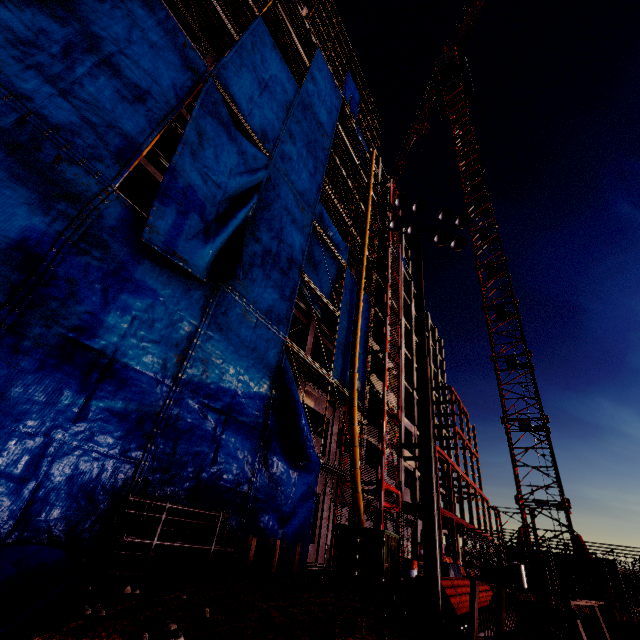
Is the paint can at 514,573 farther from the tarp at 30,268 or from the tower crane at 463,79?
the tower crane at 463,79

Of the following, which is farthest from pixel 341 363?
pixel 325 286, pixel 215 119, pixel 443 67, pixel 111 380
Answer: pixel 443 67

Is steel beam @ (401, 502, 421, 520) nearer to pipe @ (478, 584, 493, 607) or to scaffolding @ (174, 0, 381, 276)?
pipe @ (478, 584, 493, 607)

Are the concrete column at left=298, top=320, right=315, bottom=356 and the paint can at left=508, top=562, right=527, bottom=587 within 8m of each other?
no

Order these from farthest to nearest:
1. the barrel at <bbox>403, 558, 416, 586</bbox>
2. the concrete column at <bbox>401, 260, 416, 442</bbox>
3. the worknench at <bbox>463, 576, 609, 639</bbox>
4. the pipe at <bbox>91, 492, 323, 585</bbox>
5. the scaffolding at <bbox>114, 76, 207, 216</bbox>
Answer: the concrete column at <bbox>401, 260, 416, 442</bbox>, the barrel at <bbox>403, 558, 416, 586</bbox>, the scaffolding at <bbox>114, 76, 207, 216</bbox>, the pipe at <bbox>91, 492, 323, 585</bbox>, the worknench at <bbox>463, 576, 609, 639</bbox>

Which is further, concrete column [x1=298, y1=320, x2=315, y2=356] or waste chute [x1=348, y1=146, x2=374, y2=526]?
concrete column [x1=298, y1=320, x2=315, y2=356]

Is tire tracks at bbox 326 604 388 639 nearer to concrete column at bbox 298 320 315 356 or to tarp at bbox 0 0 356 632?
tarp at bbox 0 0 356 632

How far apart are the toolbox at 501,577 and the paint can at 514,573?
0.18m
